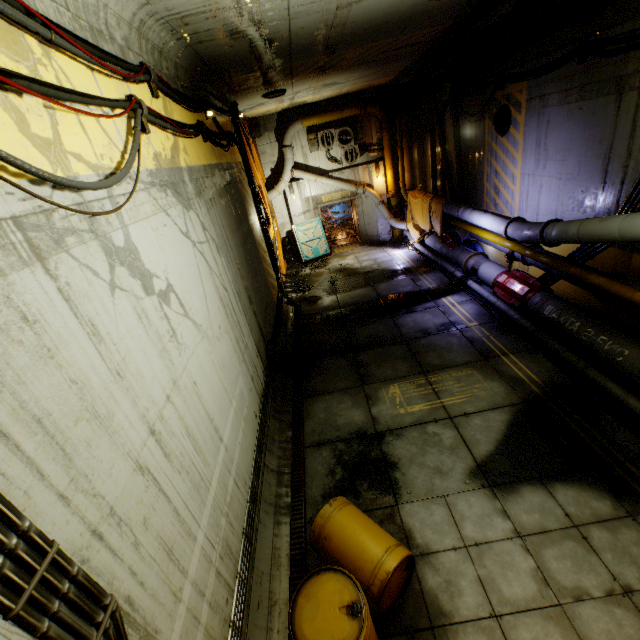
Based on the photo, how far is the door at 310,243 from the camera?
16.89m

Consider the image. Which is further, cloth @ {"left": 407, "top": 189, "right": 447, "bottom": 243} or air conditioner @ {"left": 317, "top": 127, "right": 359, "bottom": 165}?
air conditioner @ {"left": 317, "top": 127, "right": 359, "bottom": 165}

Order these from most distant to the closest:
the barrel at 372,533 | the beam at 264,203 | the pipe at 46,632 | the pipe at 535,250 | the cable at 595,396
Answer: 1. the beam at 264,203
2. the pipe at 535,250
3. the cable at 595,396
4. the barrel at 372,533
5. the pipe at 46,632

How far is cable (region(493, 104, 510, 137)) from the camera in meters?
9.4

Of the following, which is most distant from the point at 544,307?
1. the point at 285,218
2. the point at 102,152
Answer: the point at 285,218

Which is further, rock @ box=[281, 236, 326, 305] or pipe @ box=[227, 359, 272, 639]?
rock @ box=[281, 236, 326, 305]

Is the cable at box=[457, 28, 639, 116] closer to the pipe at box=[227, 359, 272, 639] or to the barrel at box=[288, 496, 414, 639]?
the barrel at box=[288, 496, 414, 639]

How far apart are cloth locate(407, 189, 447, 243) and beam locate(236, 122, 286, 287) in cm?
639
